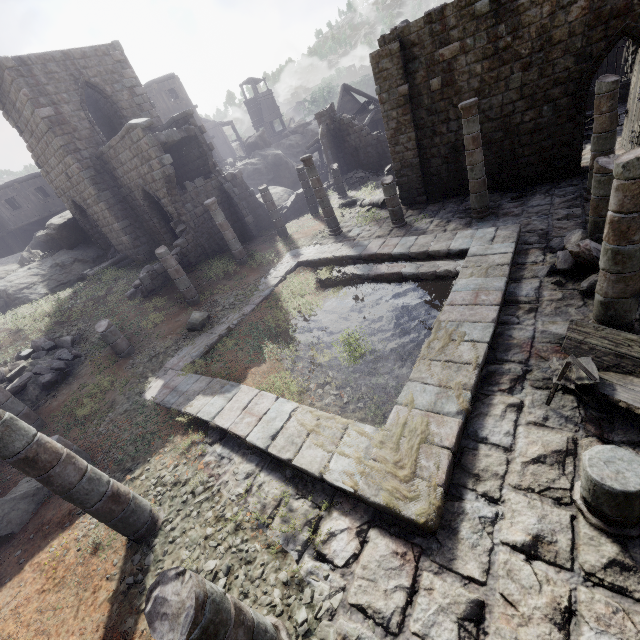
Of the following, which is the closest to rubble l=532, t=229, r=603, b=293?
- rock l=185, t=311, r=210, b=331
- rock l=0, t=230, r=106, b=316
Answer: rock l=185, t=311, r=210, b=331

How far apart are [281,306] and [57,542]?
8.8 meters

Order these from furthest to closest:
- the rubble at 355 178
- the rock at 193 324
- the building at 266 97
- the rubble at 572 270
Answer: the building at 266 97 < the rubble at 355 178 < the rock at 193 324 < the rubble at 572 270

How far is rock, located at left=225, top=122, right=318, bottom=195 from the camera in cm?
2973

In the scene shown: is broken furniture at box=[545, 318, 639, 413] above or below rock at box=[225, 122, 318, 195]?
below

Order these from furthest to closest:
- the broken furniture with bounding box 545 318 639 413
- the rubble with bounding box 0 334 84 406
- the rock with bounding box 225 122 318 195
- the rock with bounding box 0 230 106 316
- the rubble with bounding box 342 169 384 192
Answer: the rock with bounding box 225 122 318 195 → the rubble with bounding box 342 169 384 192 → the rock with bounding box 0 230 106 316 → the rubble with bounding box 0 334 84 406 → the broken furniture with bounding box 545 318 639 413

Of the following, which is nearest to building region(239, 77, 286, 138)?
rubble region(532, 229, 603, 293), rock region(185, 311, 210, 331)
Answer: rubble region(532, 229, 603, 293)

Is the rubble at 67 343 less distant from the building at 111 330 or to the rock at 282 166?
the building at 111 330
